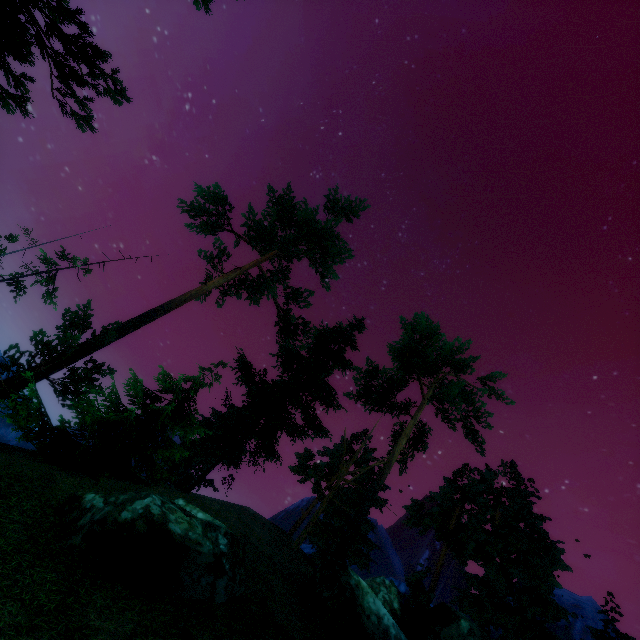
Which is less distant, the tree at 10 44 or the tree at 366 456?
the tree at 10 44

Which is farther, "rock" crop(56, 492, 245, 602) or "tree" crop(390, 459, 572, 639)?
"tree" crop(390, 459, 572, 639)

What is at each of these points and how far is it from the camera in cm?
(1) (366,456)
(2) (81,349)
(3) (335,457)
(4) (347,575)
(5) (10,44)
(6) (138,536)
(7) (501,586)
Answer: (1) tree, 3503
(2) tree, 1958
(3) tree, 3538
(4) rock, 1290
(5) tree, 592
(6) rock, 841
(7) tree, 2319

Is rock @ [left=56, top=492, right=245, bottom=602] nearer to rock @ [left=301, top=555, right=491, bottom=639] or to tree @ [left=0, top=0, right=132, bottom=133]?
rock @ [left=301, top=555, right=491, bottom=639]

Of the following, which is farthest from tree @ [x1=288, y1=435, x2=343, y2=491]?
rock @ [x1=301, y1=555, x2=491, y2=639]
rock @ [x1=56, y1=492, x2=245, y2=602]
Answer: rock @ [x1=56, y1=492, x2=245, y2=602]

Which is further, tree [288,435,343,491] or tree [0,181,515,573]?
tree [288,435,343,491]

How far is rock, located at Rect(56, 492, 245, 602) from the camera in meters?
7.9

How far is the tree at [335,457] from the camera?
33.3 meters
